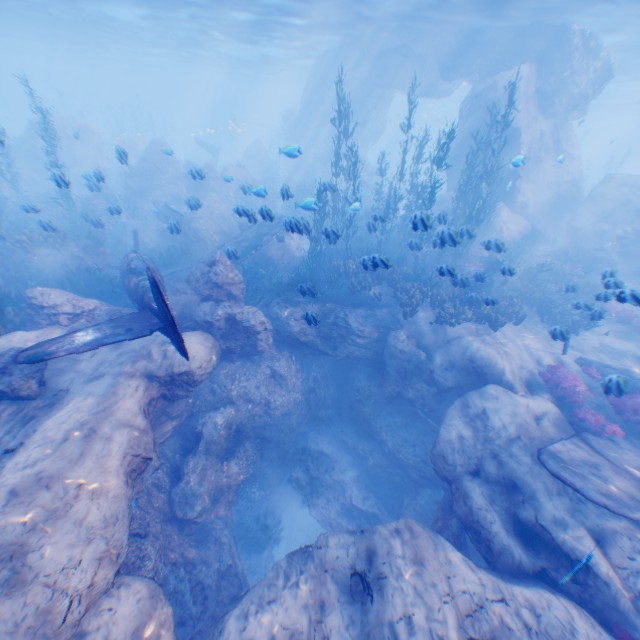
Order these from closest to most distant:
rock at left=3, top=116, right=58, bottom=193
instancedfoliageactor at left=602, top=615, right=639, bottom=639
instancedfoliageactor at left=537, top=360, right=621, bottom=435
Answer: instancedfoliageactor at left=602, top=615, right=639, bottom=639, instancedfoliageactor at left=537, top=360, right=621, bottom=435, rock at left=3, top=116, right=58, bottom=193

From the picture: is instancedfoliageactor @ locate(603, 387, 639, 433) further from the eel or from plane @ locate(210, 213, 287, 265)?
the eel

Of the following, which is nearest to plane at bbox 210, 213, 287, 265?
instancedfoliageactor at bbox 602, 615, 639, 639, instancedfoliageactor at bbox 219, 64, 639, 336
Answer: instancedfoliageactor at bbox 219, 64, 639, 336

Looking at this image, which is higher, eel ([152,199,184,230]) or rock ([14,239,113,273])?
eel ([152,199,184,230])

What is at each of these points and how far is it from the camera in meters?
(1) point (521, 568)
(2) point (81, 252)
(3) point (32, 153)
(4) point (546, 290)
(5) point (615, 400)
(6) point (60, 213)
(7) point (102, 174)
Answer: (1) rock, 6.5 m
(2) rock, 13.5 m
(3) rock, 26.2 m
(4) instancedfoliageactor, 14.9 m
(5) instancedfoliageactor, 8.9 m
(6) instancedfoliageactor, 18.8 m
(7) instancedfoliageactor, 10.7 m

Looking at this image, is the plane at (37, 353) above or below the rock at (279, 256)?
above

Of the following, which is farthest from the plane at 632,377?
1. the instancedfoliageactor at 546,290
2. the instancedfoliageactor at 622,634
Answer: the instancedfoliageactor at 622,634

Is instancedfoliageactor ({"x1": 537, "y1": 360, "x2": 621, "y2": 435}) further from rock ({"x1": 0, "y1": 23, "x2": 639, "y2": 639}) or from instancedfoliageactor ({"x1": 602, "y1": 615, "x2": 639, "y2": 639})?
instancedfoliageactor ({"x1": 602, "y1": 615, "x2": 639, "y2": 639})
